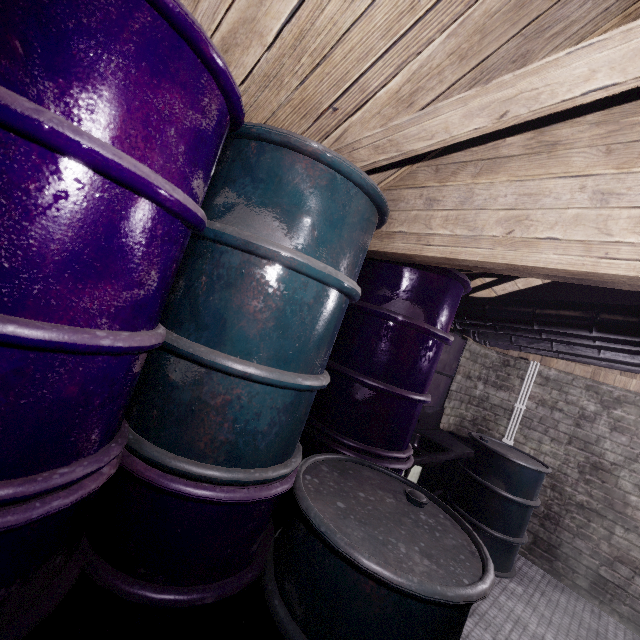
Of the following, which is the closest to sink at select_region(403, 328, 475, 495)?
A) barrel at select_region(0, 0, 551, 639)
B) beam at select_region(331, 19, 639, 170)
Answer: barrel at select_region(0, 0, 551, 639)

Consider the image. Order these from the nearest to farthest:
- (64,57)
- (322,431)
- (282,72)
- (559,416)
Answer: (64,57)
(282,72)
(322,431)
(559,416)

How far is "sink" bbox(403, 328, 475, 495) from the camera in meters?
2.6 m

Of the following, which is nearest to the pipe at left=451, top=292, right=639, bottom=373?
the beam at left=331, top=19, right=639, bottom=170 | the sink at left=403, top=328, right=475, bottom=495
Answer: the sink at left=403, top=328, right=475, bottom=495

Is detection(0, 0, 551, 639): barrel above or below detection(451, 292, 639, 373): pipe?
below

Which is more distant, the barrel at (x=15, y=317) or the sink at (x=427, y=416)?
the sink at (x=427, y=416)

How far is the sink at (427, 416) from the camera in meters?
2.6 m

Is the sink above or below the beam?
below
